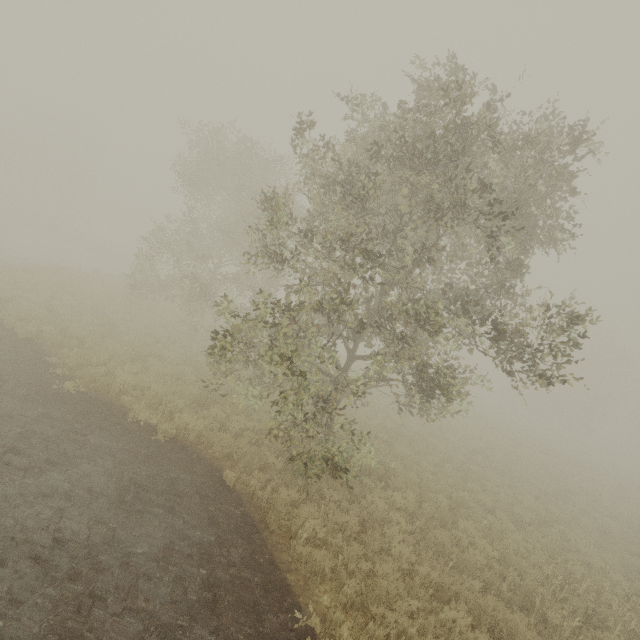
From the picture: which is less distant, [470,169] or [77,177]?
[470,169]
